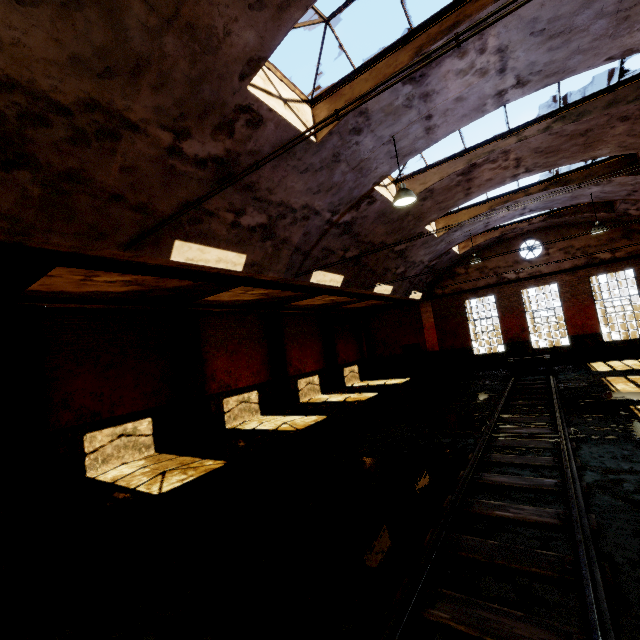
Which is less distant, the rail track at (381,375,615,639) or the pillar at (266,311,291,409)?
the rail track at (381,375,615,639)

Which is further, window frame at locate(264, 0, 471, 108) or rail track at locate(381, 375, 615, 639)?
window frame at locate(264, 0, 471, 108)

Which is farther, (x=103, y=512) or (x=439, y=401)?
(x=439, y=401)

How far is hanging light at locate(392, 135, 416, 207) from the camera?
7.4 meters

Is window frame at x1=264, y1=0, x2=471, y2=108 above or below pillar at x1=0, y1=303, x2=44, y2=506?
above

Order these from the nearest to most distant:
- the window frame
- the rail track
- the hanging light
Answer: the rail track < the window frame < the hanging light

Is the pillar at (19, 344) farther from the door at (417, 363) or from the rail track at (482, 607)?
the door at (417, 363)

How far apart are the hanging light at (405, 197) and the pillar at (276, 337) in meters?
9.9
